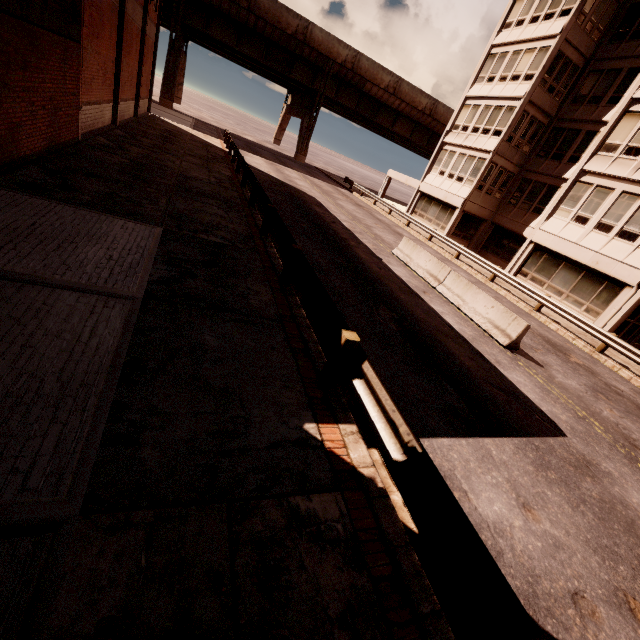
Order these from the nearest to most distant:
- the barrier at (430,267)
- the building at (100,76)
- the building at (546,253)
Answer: the barrier at (430,267)
the building at (100,76)
the building at (546,253)

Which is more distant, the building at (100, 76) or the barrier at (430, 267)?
the building at (100, 76)

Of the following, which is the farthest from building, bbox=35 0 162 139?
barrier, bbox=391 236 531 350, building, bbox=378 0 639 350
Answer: building, bbox=378 0 639 350

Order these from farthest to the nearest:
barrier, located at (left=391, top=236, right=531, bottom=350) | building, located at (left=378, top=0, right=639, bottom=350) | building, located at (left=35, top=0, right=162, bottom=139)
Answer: building, located at (left=378, top=0, right=639, bottom=350)
building, located at (left=35, top=0, right=162, bottom=139)
barrier, located at (left=391, top=236, right=531, bottom=350)

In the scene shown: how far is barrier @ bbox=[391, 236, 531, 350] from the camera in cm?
1055

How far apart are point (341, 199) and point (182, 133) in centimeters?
1356cm

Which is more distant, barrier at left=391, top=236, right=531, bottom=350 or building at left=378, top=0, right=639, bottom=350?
building at left=378, top=0, right=639, bottom=350
